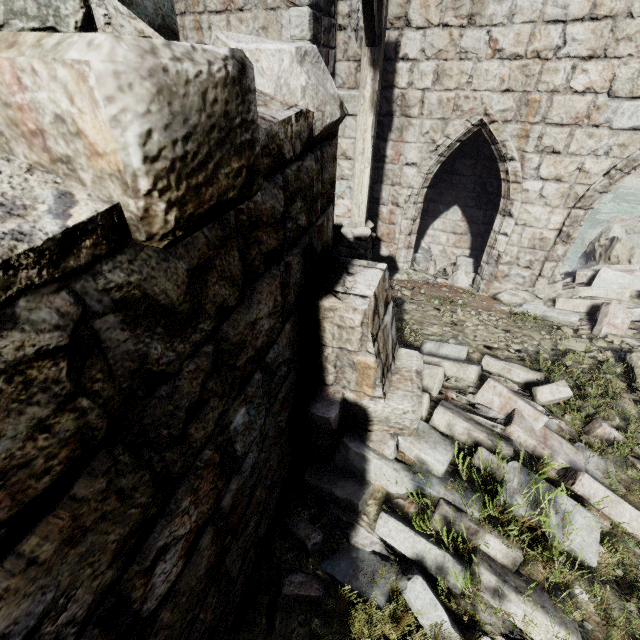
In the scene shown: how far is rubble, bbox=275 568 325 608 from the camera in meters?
2.4

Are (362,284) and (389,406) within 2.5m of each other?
yes

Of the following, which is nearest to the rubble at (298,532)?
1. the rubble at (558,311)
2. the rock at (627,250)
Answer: the rubble at (558,311)

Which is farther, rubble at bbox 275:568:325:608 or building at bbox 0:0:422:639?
rubble at bbox 275:568:325:608

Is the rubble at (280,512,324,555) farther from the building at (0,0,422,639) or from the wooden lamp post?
the wooden lamp post

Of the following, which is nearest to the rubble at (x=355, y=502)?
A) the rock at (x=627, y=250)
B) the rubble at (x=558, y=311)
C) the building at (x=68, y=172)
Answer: the building at (x=68, y=172)

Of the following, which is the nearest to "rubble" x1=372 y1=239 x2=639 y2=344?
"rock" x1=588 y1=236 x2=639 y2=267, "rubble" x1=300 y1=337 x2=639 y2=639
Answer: "rock" x1=588 y1=236 x2=639 y2=267
